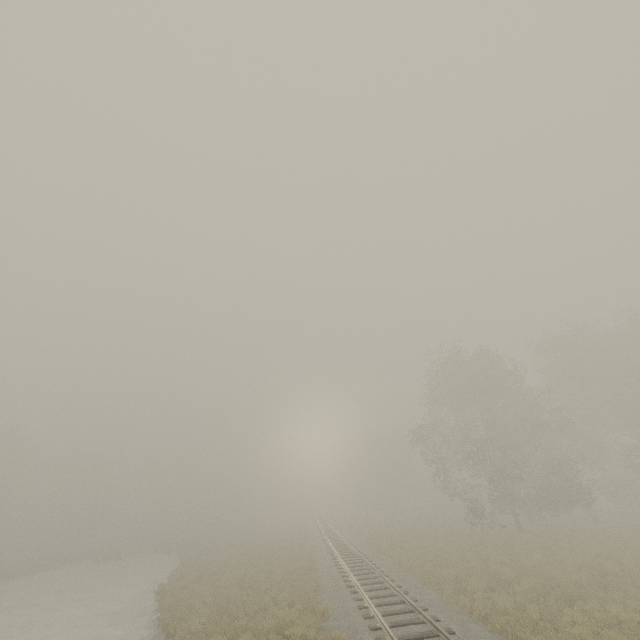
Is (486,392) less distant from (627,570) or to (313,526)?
(627,570)
